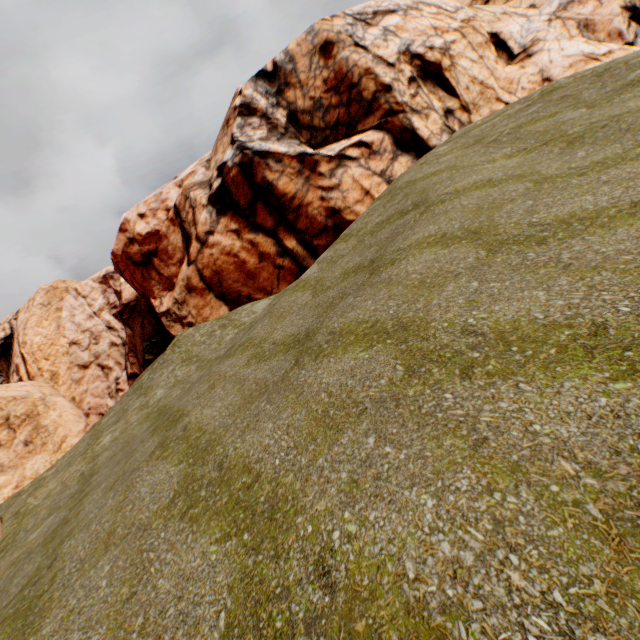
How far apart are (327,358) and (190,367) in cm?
1444
